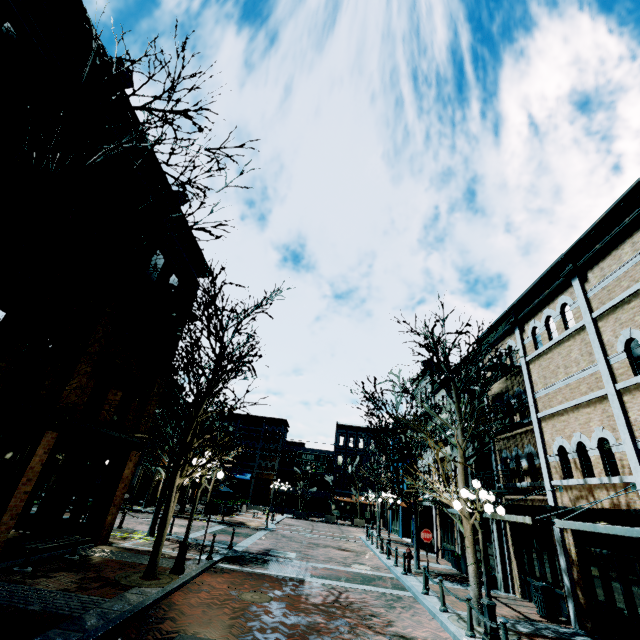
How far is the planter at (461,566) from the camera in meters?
16.4

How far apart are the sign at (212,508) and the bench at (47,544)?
3.8m

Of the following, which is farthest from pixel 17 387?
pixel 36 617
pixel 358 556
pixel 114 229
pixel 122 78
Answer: pixel 358 556

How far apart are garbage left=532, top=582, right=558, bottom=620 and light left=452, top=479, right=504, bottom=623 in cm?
443

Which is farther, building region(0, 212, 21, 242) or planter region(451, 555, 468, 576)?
planter region(451, 555, 468, 576)

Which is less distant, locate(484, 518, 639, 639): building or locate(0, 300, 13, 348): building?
locate(0, 300, 13, 348): building

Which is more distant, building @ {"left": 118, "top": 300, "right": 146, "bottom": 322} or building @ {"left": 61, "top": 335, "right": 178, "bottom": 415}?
building @ {"left": 118, "top": 300, "right": 146, "bottom": 322}
